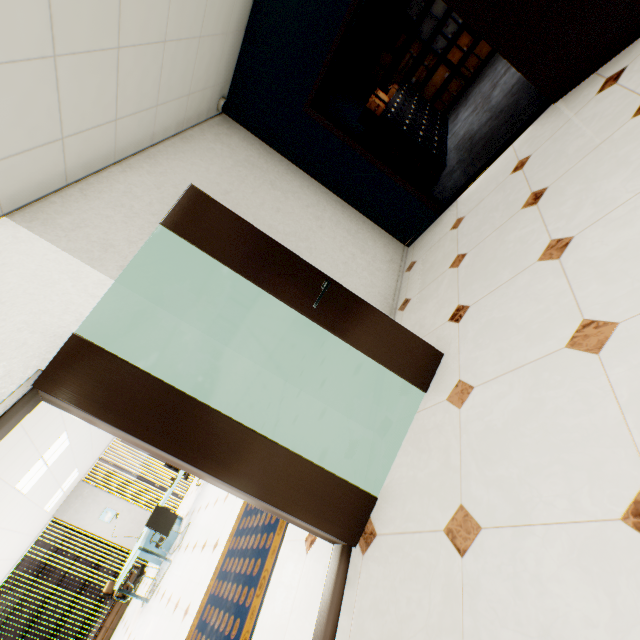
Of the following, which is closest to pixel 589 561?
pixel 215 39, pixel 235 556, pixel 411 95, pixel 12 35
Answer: pixel 12 35

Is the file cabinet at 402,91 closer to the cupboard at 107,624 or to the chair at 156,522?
the chair at 156,522

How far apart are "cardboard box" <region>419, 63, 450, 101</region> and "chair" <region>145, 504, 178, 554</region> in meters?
11.1

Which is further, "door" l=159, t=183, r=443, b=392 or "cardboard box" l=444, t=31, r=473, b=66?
"cardboard box" l=444, t=31, r=473, b=66

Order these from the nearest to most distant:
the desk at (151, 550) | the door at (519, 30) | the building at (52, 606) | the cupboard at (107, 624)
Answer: the door at (519, 30)
the desk at (151, 550)
the cupboard at (107, 624)
the building at (52, 606)

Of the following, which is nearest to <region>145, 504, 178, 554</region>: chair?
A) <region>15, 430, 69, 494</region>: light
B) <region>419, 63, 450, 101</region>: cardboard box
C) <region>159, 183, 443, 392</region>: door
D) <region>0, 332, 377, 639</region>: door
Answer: <region>15, 430, 69, 494</region>: light

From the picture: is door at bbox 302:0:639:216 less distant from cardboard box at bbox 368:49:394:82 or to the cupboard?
cardboard box at bbox 368:49:394:82

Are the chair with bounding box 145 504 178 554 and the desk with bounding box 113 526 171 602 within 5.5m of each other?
yes
